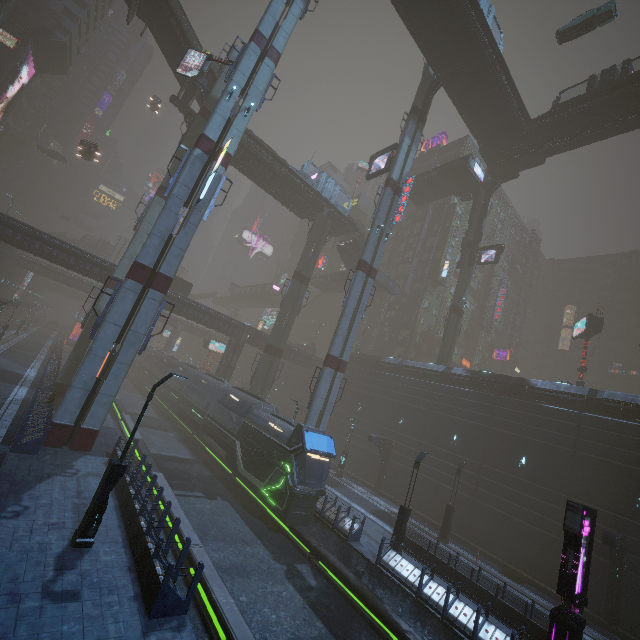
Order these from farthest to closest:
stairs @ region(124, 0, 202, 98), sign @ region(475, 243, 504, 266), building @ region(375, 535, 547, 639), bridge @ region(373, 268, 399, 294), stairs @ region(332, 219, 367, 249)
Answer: bridge @ region(373, 268, 399, 294) → stairs @ region(332, 219, 367, 249) → sign @ region(475, 243, 504, 266) → stairs @ region(124, 0, 202, 98) → building @ region(375, 535, 547, 639)

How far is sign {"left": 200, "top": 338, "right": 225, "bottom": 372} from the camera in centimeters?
4750cm

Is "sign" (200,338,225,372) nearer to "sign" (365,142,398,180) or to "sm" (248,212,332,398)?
"sm" (248,212,332,398)

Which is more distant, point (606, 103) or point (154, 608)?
point (606, 103)

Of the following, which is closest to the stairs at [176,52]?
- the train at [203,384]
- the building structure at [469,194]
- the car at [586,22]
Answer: the car at [586,22]

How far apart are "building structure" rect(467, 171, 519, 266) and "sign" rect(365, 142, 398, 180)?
15.2m

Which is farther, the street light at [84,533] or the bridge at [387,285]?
the bridge at [387,285]

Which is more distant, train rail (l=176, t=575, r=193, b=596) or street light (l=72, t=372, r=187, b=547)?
train rail (l=176, t=575, r=193, b=596)
